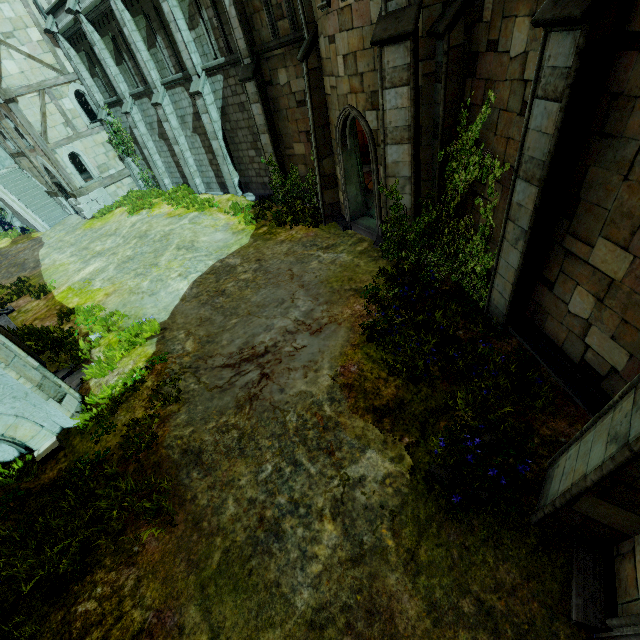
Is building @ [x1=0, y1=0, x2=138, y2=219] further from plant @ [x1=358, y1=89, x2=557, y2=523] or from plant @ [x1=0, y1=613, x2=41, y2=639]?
plant @ [x1=0, y1=613, x2=41, y2=639]

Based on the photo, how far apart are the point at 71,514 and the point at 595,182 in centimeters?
1020cm

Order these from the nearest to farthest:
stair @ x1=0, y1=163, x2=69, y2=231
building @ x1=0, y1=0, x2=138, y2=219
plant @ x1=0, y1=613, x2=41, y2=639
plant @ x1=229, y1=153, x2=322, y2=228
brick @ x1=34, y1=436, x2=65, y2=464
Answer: plant @ x1=0, y1=613, x2=41, y2=639
brick @ x1=34, y1=436, x2=65, y2=464
plant @ x1=229, y1=153, x2=322, y2=228
building @ x1=0, y1=0, x2=138, y2=219
stair @ x1=0, y1=163, x2=69, y2=231

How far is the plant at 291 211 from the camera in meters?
13.6 m

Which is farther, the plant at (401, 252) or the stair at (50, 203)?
the stair at (50, 203)

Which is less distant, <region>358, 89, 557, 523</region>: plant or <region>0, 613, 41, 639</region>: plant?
<region>0, 613, 41, 639</region>: plant

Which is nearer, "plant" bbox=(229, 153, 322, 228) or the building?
"plant" bbox=(229, 153, 322, 228)

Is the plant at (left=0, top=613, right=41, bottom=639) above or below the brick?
below
